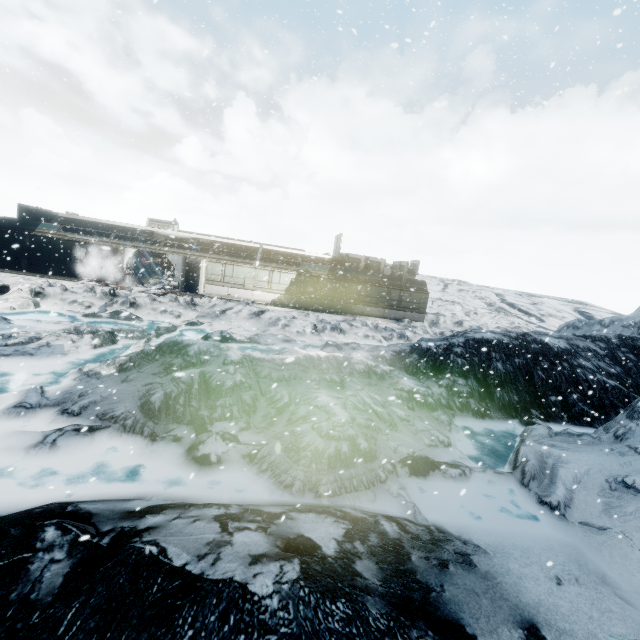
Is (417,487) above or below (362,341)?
below
